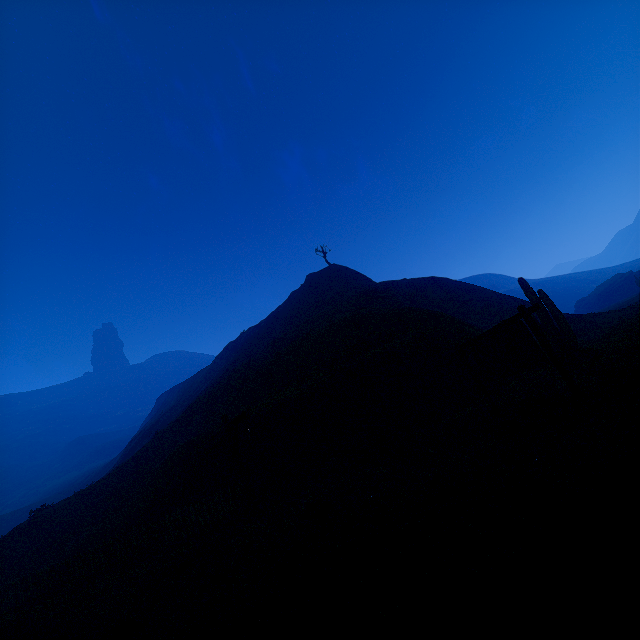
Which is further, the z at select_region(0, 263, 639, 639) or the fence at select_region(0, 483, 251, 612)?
the fence at select_region(0, 483, 251, 612)

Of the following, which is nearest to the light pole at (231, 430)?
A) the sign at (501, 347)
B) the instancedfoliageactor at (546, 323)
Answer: the sign at (501, 347)

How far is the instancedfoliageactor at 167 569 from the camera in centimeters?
718cm

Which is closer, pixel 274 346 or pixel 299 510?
pixel 299 510

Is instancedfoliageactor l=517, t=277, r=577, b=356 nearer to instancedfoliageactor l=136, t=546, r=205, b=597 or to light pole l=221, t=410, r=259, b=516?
light pole l=221, t=410, r=259, b=516

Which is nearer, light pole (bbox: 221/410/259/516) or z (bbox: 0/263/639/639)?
z (bbox: 0/263/639/639)

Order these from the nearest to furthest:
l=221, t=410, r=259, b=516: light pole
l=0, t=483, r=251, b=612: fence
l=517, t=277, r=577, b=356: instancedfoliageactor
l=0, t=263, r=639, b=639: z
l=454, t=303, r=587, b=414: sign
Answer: l=0, t=263, r=639, b=639: z → l=454, t=303, r=587, b=414: sign → l=221, t=410, r=259, b=516: light pole → l=0, t=483, r=251, b=612: fence → l=517, t=277, r=577, b=356: instancedfoliageactor

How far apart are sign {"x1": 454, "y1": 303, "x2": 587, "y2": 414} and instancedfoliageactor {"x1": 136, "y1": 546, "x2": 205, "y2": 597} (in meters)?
8.53
